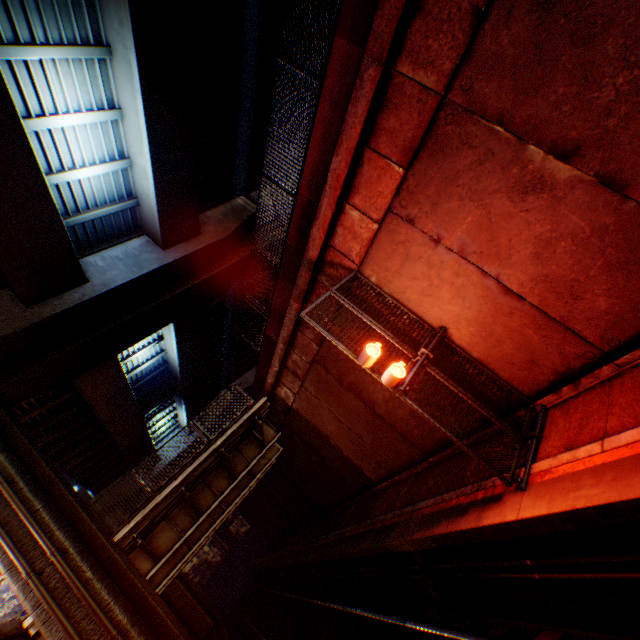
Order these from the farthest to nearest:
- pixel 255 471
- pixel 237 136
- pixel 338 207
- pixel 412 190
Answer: pixel 237 136
pixel 255 471
pixel 338 207
pixel 412 190

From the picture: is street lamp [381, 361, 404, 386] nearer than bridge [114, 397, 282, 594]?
Yes

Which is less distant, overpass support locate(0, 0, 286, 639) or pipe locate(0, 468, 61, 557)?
pipe locate(0, 468, 61, 557)

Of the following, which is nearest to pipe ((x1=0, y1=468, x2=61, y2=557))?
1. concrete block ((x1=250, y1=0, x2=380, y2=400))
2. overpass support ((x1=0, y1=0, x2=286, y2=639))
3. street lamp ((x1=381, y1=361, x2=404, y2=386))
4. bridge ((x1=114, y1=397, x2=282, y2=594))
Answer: overpass support ((x1=0, y1=0, x2=286, y2=639))

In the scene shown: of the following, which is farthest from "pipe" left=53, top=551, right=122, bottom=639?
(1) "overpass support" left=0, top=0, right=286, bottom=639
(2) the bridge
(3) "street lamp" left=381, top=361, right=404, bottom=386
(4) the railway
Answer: (3) "street lamp" left=381, top=361, right=404, bottom=386

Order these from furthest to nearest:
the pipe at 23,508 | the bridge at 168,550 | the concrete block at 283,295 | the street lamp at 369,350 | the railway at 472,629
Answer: the bridge at 168,550 → the pipe at 23,508 → the street lamp at 369,350 → the concrete block at 283,295 → the railway at 472,629

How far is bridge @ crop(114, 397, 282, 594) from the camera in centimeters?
1157cm

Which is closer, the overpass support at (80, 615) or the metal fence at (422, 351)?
the metal fence at (422, 351)
